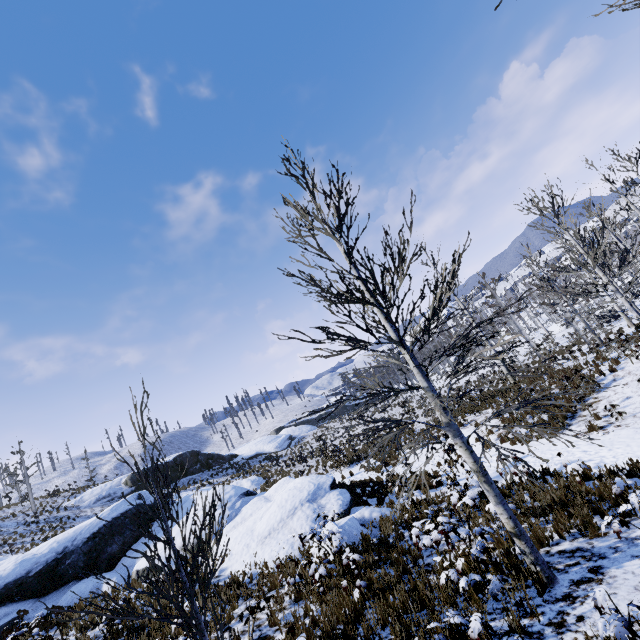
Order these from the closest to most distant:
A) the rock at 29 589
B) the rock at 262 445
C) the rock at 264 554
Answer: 1. the rock at 264 554
2. the rock at 29 589
3. the rock at 262 445

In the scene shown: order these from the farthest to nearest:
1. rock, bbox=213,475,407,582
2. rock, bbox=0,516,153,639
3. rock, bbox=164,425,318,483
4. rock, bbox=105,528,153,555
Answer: rock, bbox=164,425,318,483 < rock, bbox=105,528,153,555 < rock, bbox=0,516,153,639 < rock, bbox=213,475,407,582

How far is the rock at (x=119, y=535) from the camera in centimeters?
1494cm

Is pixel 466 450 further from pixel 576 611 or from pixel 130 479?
pixel 130 479

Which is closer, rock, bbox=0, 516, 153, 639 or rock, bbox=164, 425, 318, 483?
rock, bbox=0, 516, 153, 639

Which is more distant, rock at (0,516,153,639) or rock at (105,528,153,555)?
rock at (105,528,153,555)
